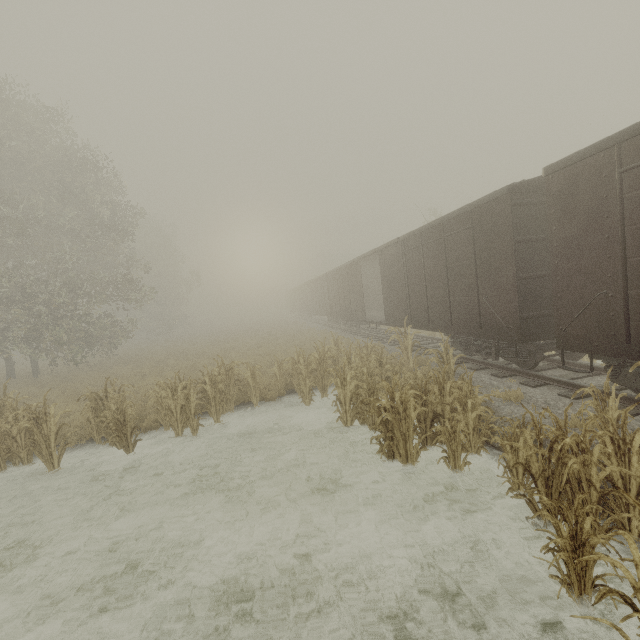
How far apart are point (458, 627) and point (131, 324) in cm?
2623
